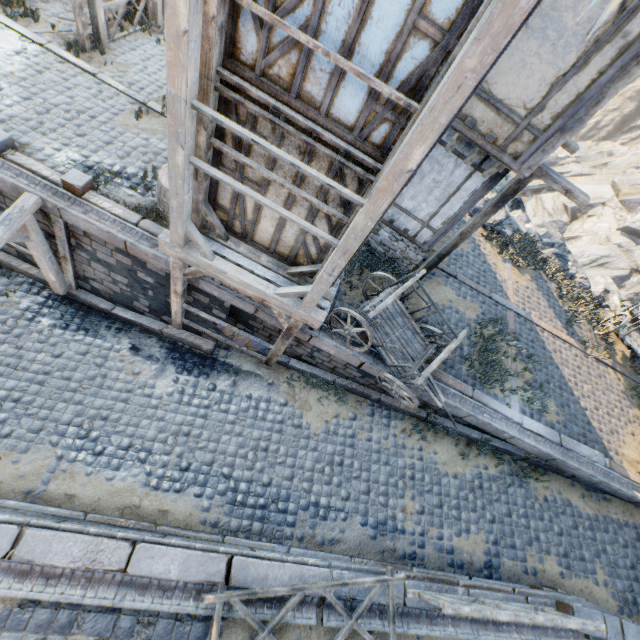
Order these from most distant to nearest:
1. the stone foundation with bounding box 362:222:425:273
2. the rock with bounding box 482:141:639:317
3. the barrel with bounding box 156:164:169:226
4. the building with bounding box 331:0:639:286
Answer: the rock with bounding box 482:141:639:317 → the stone foundation with bounding box 362:222:425:273 → the barrel with bounding box 156:164:169:226 → the building with bounding box 331:0:639:286

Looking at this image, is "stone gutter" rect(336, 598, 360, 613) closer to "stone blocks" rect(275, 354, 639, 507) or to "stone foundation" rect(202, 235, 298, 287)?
"stone blocks" rect(275, 354, 639, 507)

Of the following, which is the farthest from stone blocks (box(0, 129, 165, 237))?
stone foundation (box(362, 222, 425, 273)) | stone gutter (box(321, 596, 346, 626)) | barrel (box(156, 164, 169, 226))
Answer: barrel (box(156, 164, 169, 226))

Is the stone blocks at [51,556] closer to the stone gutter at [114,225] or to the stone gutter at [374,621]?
the stone gutter at [374,621]

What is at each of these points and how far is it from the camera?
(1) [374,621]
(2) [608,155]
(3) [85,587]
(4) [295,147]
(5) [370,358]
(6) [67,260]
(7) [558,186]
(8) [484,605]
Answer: (1) stone gutter, 5.4m
(2) rock, 35.7m
(3) stone gutter, 4.4m
(4) building, 4.9m
(5) stone gutter, 7.8m
(6) wooden structure, 8.0m
(7) wooden structure, 6.7m
(8) wooden fence, 5.4m

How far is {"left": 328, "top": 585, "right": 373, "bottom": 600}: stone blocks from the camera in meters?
5.3 m

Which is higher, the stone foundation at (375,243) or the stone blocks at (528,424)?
the stone foundation at (375,243)

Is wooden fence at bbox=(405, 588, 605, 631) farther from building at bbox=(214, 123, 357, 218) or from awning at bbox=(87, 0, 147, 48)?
awning at bbox=(87, 0, 147, 48)
